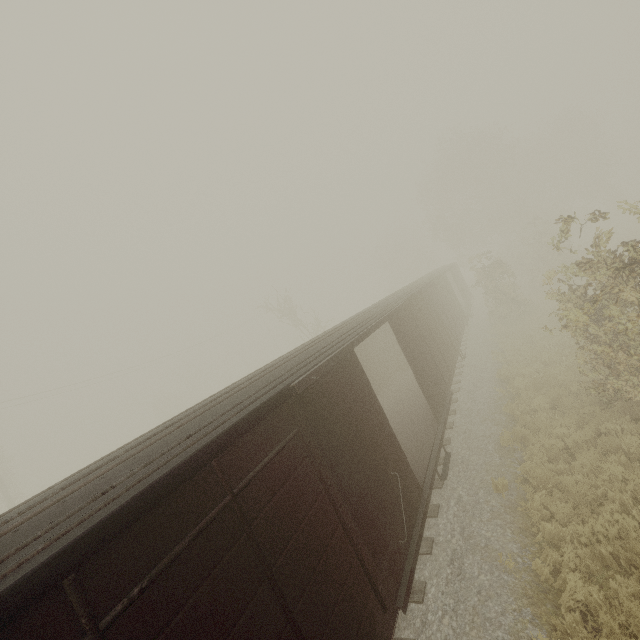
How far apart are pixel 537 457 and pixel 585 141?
49.91m
